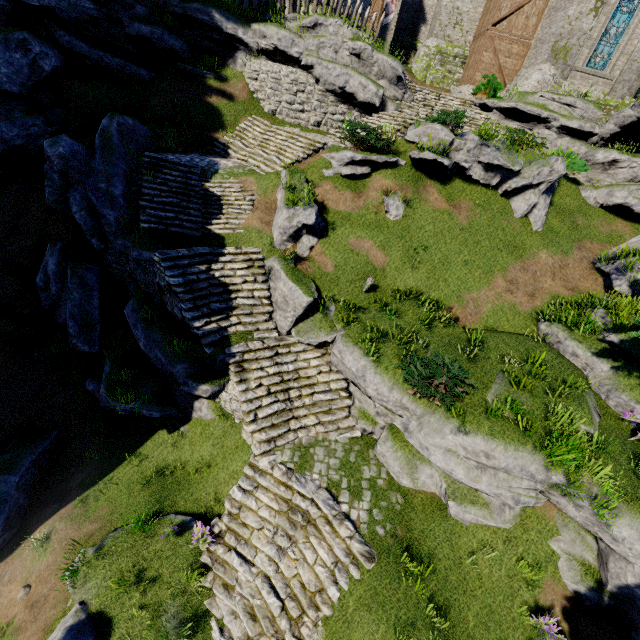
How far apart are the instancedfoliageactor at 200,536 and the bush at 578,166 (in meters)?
23.11

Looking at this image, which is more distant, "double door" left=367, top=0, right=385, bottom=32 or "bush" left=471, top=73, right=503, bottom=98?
"double door" left=367, top=0, right=385, bottom=32

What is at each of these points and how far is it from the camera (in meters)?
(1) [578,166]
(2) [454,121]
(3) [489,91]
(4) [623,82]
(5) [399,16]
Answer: (1) bush, 17.36
(2) bush, 14.16
(3) bush, 20.64
(4) building, 19.09
(5) building, 24.98

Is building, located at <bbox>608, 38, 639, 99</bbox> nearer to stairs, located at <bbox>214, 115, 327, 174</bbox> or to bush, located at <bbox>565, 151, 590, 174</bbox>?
bush, located at <bbox>565, 151, 590, 174</bbox>

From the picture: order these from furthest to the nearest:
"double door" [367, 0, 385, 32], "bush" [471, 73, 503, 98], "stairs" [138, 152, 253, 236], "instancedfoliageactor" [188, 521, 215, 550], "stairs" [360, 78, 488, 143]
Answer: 1. "double door" [367, 0, 385, 32]
2. "bush" [471, 73, 503, 98]
3. "stairs" [360, 78, 488, 143]
4. "stairs" [138, 152, 253, 236]
5. "instancedfoliageactor" [188, 521, 215, 550]

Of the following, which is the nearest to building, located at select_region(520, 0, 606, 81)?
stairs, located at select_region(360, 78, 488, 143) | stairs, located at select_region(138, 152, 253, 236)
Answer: stairs, located at select_region(360, 78, 488, 143)

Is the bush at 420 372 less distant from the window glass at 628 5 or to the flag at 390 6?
the window glass at 628 5

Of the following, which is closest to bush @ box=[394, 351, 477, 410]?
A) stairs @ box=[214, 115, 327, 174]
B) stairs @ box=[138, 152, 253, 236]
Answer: stairs @ box=[138, 152, 253, 236]
